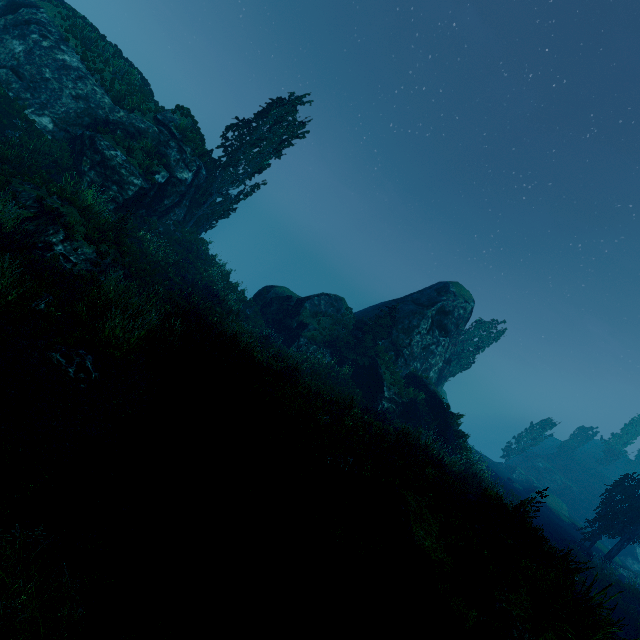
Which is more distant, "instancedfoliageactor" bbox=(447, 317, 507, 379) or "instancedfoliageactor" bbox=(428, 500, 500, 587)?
"instancedfoliageactor" bbox=(447, 317, 507, 379)

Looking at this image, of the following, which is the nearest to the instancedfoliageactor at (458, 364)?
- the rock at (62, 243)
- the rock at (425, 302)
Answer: the rock at (425, 302)

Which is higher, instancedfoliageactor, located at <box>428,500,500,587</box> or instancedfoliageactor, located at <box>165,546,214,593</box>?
instancedfoliageactor, located at <box>428,500,500,587</box>

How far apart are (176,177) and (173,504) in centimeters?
2036cm

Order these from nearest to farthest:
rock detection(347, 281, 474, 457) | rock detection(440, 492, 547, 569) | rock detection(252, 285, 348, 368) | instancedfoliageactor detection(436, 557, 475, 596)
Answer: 1. instancedfoliageactor detection(436, 557, 475, 596)
2. rock detection(440, 492, 547, 569)
3. rock detection(347, 281, 474, 457)
4. rock detection(252, 285, 348, 368)

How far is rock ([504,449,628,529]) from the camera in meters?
36.6
